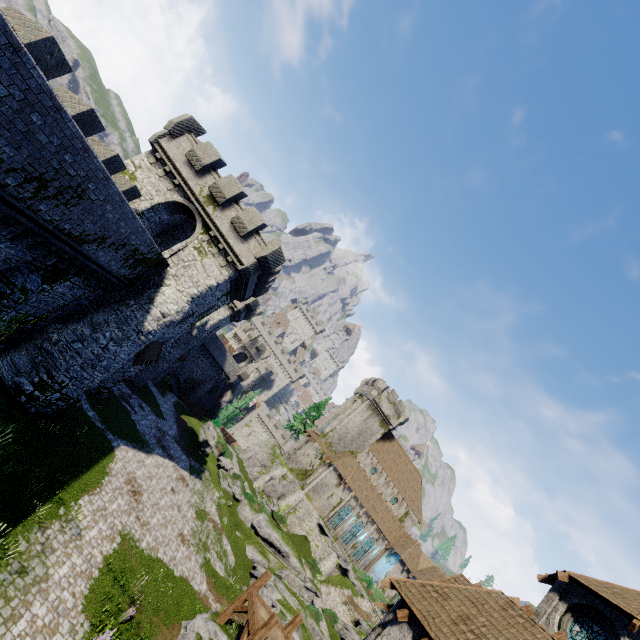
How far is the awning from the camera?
21.70m

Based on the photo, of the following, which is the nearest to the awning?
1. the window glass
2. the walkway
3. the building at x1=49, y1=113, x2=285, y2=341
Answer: the building at x1=49, y1=113, x2=285, y2=341

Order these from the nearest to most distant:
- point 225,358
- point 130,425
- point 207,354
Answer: point 130,425 → point 207,354 → point 225,358

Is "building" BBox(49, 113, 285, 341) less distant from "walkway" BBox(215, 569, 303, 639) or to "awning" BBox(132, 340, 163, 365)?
"awning" BBox(132, 340, 163, 365)

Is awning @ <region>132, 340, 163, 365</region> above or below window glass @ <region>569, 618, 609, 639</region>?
below

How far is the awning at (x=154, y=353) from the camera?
Answer: 21.70m

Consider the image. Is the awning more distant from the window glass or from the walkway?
the window glass

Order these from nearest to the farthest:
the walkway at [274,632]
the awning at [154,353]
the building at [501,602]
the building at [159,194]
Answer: the building at [501,602] → the walkway at [274,632] → the building at [159,194] → the awning at [154,353]
